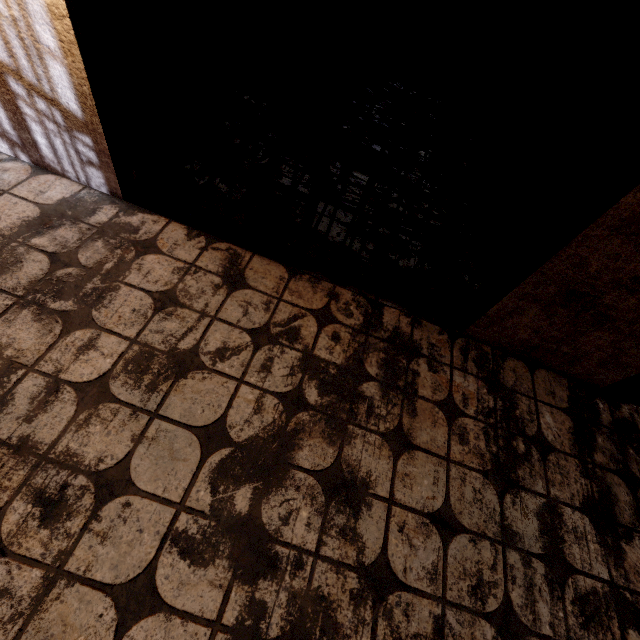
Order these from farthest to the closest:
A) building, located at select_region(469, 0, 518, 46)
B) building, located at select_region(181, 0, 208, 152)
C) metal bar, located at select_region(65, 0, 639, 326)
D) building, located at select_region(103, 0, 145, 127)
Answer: building, located at select_region(469, 0, 518, 46) < building, located at select_region(181, 0, 208, 152) < building, located at select_region(103, 0, 145, 127) < metal bar, located at select_region(65, 0, 639, 326)

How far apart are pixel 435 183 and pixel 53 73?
2.6 meters

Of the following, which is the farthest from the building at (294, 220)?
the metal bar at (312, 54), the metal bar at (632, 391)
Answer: the metal bar at (632, 391)

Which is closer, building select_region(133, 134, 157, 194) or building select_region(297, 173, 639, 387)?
building select_region(297, 173, 639, 387)

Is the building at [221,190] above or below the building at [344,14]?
below

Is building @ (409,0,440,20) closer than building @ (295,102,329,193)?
No
